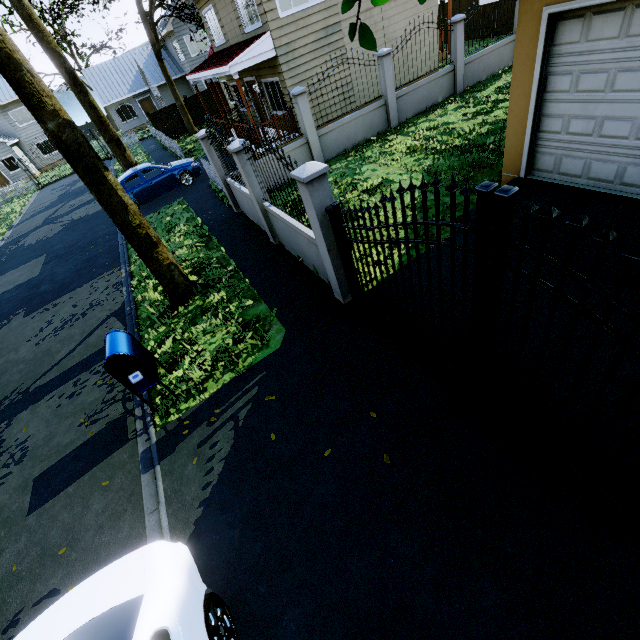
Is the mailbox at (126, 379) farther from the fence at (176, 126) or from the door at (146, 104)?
the door at (146, 104)

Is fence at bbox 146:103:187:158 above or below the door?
below

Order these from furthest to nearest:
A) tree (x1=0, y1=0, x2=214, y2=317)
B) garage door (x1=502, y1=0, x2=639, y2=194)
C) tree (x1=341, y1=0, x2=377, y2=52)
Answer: tree (x1=0, y1=0, x2=214, y2=317), garage door (x1=502, y1=0, x2=639, y2=194), tree (x1=341, y1=0, x2=377, y2=52)

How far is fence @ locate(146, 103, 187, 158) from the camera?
20.3m

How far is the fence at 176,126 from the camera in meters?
20.3 m

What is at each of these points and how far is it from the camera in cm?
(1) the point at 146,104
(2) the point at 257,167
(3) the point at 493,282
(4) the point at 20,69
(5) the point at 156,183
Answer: (1) door, 3728
(2) fence, 671
(3) gate, 271
(4) tree, 494
(5) car, 1434

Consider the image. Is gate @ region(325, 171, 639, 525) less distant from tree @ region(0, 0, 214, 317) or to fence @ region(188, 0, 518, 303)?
fence @ region(188, 0, 518, 303)

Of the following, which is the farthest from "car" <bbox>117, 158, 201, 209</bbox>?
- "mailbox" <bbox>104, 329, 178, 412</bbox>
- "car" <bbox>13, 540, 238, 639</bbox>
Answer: "car" <bbox>13, 540, 238, 639</bbox>
